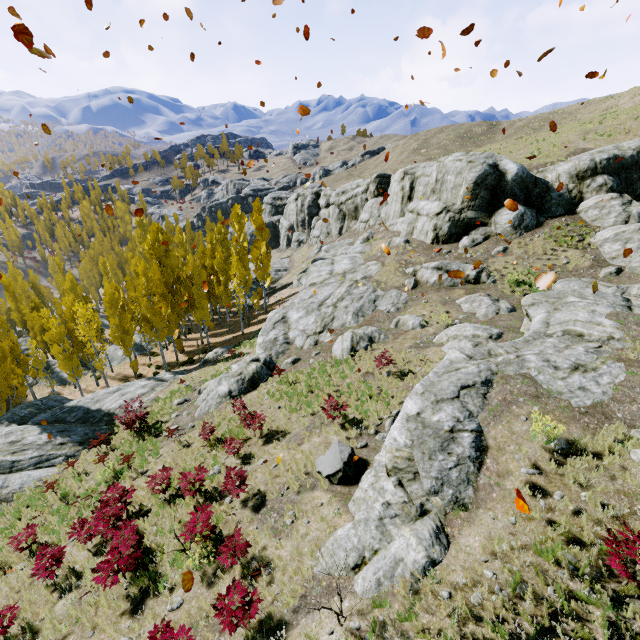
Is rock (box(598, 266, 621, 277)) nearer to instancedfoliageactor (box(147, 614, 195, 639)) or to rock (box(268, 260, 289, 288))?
instancedfoliageactor (box(147, 614, 195, 639))

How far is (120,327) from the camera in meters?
30.5 m

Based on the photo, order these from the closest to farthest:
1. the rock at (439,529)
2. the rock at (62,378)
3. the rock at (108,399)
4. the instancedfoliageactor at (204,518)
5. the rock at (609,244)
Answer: the rock at (439,529) < the instancedfoliageactor at (204,518) < the rock at (108,399) < the rock at (609,244) < the rock at (62,378)

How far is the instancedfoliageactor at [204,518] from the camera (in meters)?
8.70

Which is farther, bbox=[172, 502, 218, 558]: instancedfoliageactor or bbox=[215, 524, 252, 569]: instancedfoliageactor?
bbox=[172, 502, 218, 558]: instancedfoliageactor

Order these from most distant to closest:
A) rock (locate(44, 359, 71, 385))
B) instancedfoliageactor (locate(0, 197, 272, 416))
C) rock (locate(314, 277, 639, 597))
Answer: rock (locate(44, 359, 71, 385)), instancedfoliageactor (locate(0, 197, 272, 416)), rock (locate(314, 277, 639, 597))

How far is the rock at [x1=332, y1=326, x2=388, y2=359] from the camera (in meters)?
17.88

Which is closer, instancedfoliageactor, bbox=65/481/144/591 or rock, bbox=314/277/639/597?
rock, bbox=314/277/639/597
